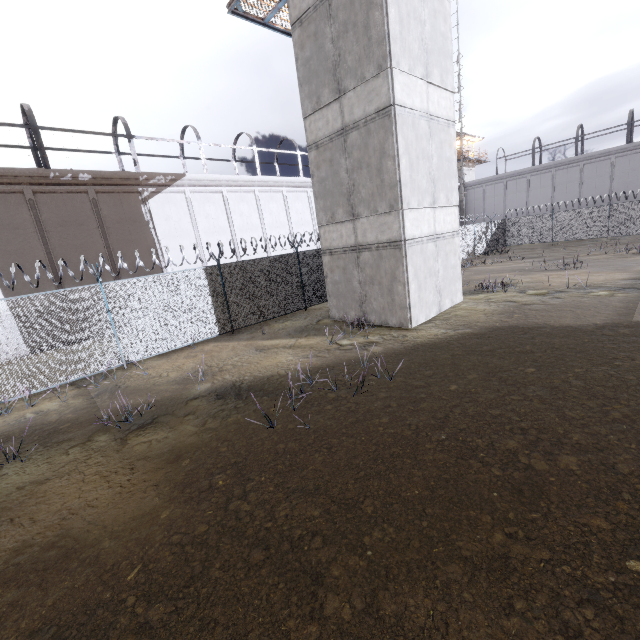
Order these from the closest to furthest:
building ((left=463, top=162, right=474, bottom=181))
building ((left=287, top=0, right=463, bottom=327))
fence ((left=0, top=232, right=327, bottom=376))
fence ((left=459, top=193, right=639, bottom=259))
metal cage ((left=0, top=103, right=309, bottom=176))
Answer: building ((left=287, top=0, right=463, bottom=327)), fence ((left=0, top=232, right=327, bottom=376)), metal cage ((left=0, top=103, right=309, bottom=176)), fence ((left=459, top=193, right=639, bottom=259)), building ((left=463, top=162, right=474, bottom=181))

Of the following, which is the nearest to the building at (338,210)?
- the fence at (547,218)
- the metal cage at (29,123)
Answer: the fence at (547,218)

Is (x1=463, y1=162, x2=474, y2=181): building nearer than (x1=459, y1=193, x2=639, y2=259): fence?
No

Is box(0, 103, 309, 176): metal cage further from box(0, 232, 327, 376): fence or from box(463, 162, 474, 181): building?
box(0, 232, 327, 376): fence

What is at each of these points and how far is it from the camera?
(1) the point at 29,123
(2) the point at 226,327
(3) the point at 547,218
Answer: (1) metal cage, 16.61m
(2) fence, 13.02m
(3) fence, 30.45m

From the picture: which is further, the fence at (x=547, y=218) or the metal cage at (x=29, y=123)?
the fence at (x=547, y=218)

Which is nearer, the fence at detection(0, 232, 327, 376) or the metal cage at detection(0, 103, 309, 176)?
the fence at detection(0, 232, 327, 376)

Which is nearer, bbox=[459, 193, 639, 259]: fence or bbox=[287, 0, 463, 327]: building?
bbox=[287, 0, 463, 327]: building
